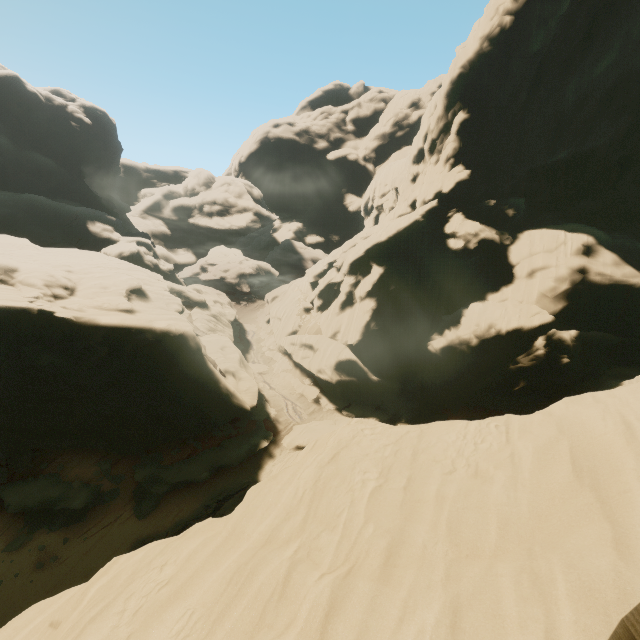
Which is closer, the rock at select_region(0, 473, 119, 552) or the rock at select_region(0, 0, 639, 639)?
the rock at select_region(0, 0, 639, 639)

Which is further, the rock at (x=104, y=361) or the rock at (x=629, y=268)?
the rock at (x=104, y=361)

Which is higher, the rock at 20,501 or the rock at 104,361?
the rock at 104,361

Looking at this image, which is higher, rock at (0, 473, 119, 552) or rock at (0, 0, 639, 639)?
rock at (0, 0, 639, 639)

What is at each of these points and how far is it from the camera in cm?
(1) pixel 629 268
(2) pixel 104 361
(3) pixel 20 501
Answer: (1) rock, 2573
(2) rock, 2159
(3) rock, 1948
